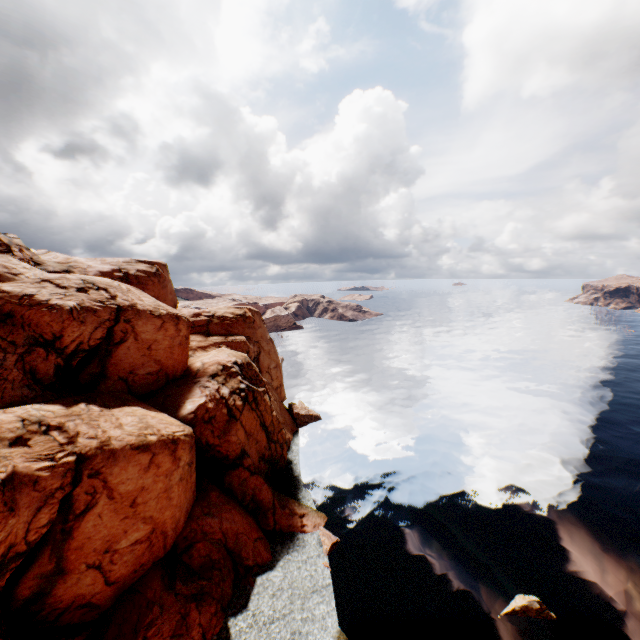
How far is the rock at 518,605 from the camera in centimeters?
2434cm

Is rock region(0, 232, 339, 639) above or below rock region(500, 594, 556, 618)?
above

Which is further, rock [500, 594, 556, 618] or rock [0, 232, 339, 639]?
rock [500, 594, 556, 618]

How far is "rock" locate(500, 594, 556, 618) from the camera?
24.34m

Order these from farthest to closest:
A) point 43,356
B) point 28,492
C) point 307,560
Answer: point 307,560 < point 43,356 < point 28,492

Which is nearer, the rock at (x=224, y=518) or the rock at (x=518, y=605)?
the rock at (x=224, y=518)
